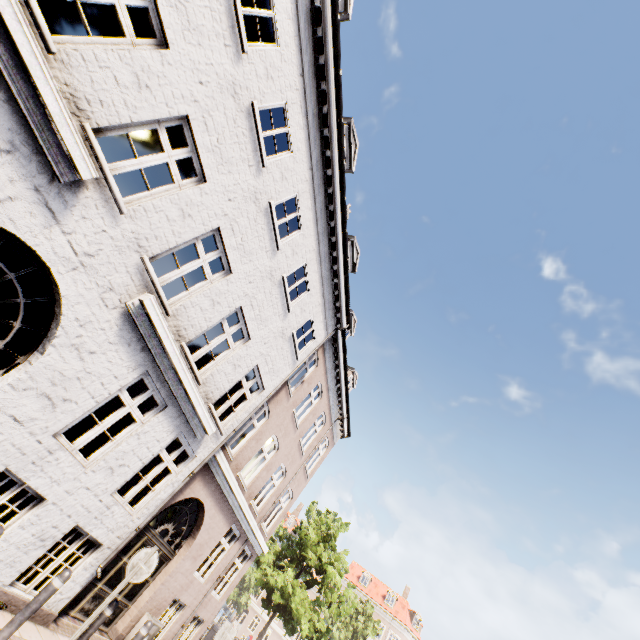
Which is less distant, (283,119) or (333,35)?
(333,35)

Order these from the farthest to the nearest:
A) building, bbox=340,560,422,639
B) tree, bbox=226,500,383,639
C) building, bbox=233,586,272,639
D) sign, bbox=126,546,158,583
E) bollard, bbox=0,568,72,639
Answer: building, bbox=233,586,272,639, building, bbox=340,560,422,639, tree, bbox=226,500,383,639, sign, bbox=126,546,158,583, bollard, bbox=0,568,72,639

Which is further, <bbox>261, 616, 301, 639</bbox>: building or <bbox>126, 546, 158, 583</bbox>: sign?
<bbox>261, 616, 301, 639</bbox>: building

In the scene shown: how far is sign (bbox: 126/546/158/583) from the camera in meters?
5.5

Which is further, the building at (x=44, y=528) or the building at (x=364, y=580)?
the building at (x=364, y=580)

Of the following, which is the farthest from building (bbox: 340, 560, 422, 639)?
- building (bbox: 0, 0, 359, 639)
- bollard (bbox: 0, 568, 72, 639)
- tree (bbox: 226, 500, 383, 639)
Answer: bollard (bbox: 0, 568, 72, 639)

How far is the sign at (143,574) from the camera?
5.54m

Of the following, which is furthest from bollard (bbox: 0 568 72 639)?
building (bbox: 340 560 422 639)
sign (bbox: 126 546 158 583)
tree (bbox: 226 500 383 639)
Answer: building (bbox: 340 560 422 639)
